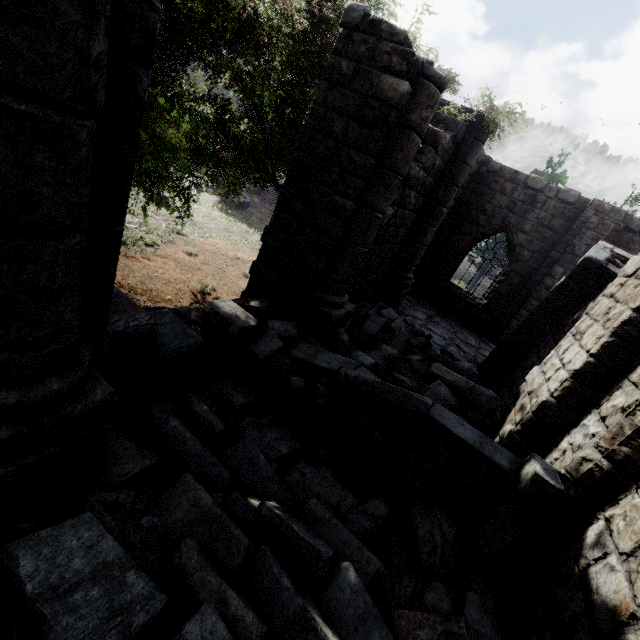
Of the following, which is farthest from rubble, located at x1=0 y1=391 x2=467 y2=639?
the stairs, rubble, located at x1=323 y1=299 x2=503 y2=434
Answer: rubble, located at x1=323 y1=299 x2=503 y2=434

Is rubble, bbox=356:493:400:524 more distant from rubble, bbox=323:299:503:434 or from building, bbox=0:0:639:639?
rubble, bbox=323:299:503:434

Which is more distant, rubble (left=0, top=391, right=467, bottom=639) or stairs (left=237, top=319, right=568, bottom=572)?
stairs (left=237, top=319, right=568, bottom=572)

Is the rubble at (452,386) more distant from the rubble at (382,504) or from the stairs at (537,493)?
the rubble at (382,504)

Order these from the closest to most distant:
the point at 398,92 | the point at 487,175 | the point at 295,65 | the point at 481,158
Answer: the point at 398,92, the point at 295,65, the point at 481,158, the point at 487,175

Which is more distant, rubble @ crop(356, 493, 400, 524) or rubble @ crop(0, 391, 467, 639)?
rubble @ crop(356, 493, 400, 524)
